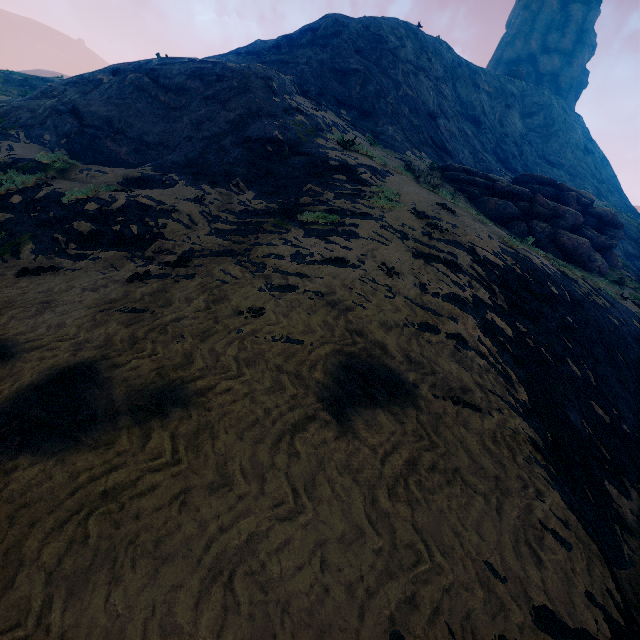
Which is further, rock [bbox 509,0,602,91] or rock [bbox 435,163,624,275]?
rock [bbox 509,0,602,91]

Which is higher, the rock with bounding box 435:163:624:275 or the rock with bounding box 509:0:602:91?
the rock with bounding box 509:0:602:91

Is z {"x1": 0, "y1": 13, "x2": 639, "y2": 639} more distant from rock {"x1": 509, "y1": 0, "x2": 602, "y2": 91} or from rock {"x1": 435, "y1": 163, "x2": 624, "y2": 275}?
rock {"x1": 509, "y1": 0, "x2": 602, "y2": 91}

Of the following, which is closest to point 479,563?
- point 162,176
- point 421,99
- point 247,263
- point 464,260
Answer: point 247,263

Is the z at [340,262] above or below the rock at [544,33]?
below

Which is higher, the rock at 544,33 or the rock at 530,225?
the rock at 544,33

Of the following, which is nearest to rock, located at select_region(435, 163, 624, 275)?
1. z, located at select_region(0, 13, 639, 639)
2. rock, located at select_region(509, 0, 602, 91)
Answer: z, located at select_region(0, 13, 639, 639)
